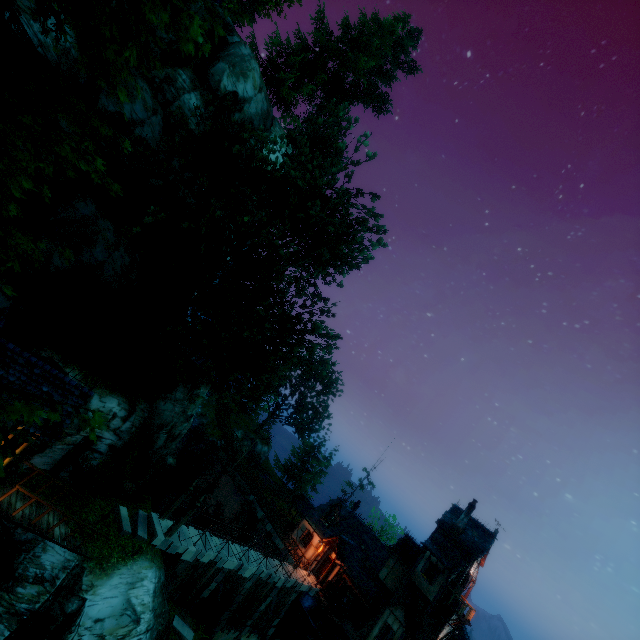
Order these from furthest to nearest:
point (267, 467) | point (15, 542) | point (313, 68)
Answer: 1. point (267, 467)
2. point (313, 68)
3. point (15, 542)

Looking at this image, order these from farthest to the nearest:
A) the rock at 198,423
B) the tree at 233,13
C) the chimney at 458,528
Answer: the rock at 198,423 < the chimney at 458,528 < the tree at 233,13

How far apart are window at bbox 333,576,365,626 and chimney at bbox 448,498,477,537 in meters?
9.3 m

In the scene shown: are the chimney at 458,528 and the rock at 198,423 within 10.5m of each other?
no

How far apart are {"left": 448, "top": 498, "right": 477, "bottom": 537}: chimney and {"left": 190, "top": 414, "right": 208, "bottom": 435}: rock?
31.53m

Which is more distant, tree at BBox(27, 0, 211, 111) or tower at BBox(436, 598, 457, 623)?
tower at BBox(436, 598, 457, 623)

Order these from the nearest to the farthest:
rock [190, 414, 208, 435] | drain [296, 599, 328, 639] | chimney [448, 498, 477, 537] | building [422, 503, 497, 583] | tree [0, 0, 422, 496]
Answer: tree [0, 0, 422, 496]
drain [296, 599, 328, 639]
building [422, 503, 497, 583]
chimney [448, 498, 477, 537]
rock [190, 414, 208, 435]

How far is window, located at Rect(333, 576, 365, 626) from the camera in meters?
26.7 m
